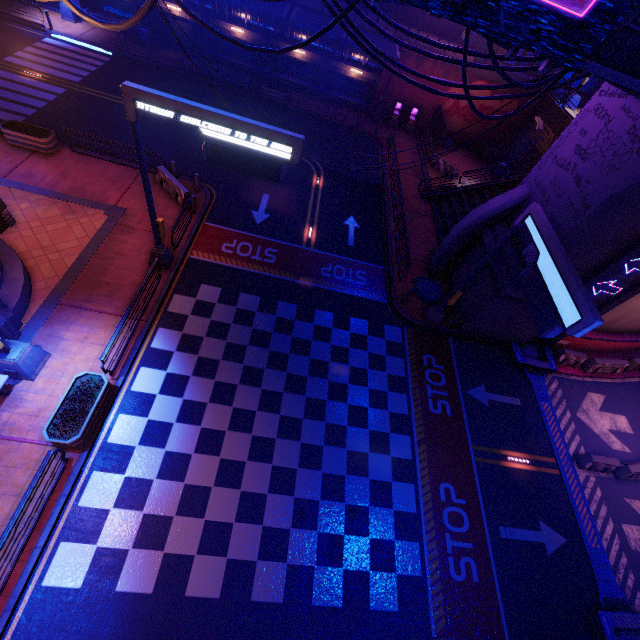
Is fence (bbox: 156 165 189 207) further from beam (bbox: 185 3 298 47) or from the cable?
beam (bbox: 185 3 298 47)

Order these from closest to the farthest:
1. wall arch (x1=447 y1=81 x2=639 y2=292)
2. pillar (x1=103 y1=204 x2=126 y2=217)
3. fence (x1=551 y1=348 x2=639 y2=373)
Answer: wall arch (x1=447 y1=81 x2=639 y2=292) < pillar (x1=103 y1=204 x2=126 y2=217) < fence (x1=551 y1=348 x2=639 y2=373)

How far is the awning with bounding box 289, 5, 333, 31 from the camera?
22.2m

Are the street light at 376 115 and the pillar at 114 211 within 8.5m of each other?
no

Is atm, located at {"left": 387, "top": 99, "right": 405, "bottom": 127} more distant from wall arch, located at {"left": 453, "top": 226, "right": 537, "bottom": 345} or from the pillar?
the pillar

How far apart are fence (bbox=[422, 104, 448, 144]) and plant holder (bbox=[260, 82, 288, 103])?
12.76m

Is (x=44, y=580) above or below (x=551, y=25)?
below

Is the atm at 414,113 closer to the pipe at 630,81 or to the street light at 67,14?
the pipe at 630,81
